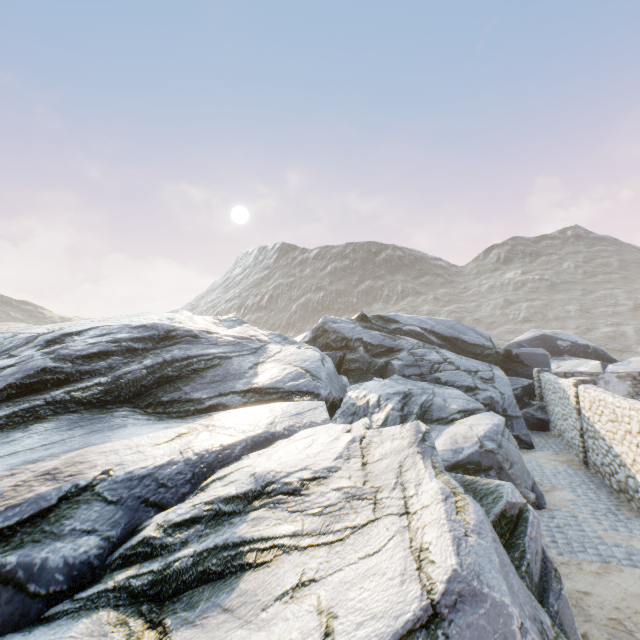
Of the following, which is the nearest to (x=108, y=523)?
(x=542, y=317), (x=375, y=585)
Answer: (x=375, y=585)

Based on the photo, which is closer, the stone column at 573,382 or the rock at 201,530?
the rock at 201,530

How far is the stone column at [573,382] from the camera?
11.9m

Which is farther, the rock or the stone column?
the stone column

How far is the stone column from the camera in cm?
1187
